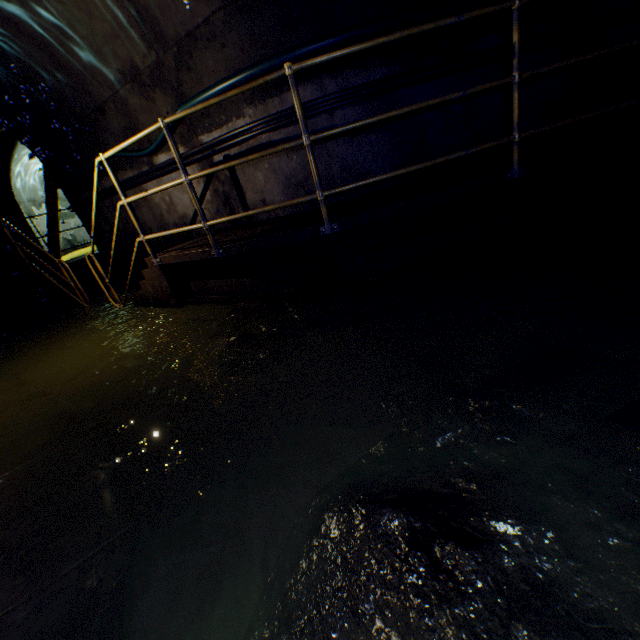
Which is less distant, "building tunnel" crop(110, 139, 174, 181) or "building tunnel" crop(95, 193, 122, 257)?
"building tunnel" crop(110, 139, 174, 181)

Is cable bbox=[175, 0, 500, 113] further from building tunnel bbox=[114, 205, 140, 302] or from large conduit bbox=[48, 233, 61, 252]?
large conduit bbox=[48, 233, 61, 252]

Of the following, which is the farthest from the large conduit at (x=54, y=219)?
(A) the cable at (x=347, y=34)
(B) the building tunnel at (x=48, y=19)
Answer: (A) the cable at (x=347, y=34)

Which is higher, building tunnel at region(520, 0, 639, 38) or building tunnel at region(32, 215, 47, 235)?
building tunnel at region(32, 215, 47, 235)

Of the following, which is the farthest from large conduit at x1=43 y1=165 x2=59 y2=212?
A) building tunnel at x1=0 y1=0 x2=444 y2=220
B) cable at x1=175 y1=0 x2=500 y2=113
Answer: cable at x1=175 y1=0 x2=500 y2=113

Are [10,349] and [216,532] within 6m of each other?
no

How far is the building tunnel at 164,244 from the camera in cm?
573
